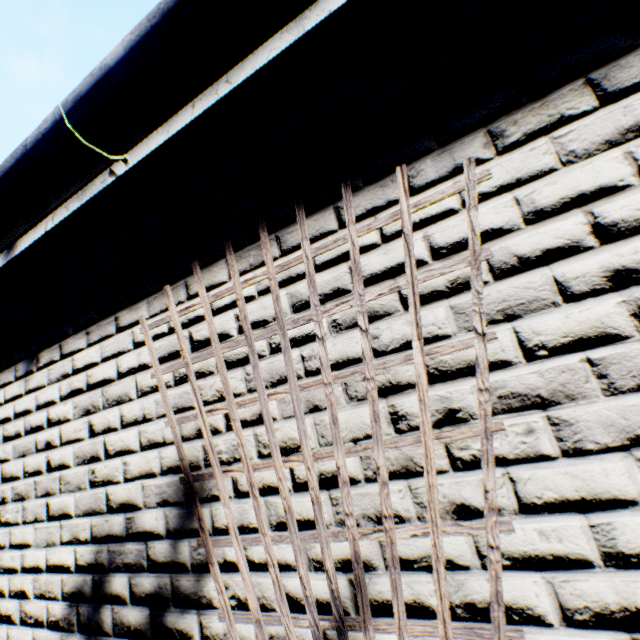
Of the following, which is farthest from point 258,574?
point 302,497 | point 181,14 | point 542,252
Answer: point 181,14
